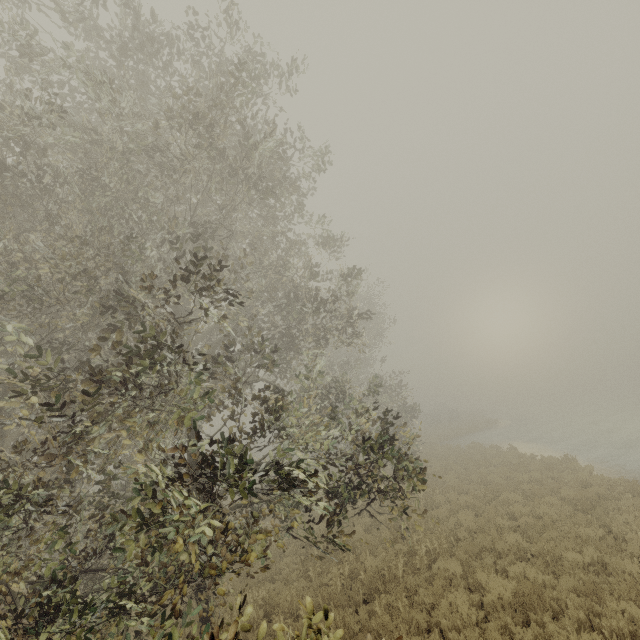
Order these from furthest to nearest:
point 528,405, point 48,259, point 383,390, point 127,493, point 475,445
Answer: point 528,405
point 475,445
point 383,390
point 127,493
point 48,259
